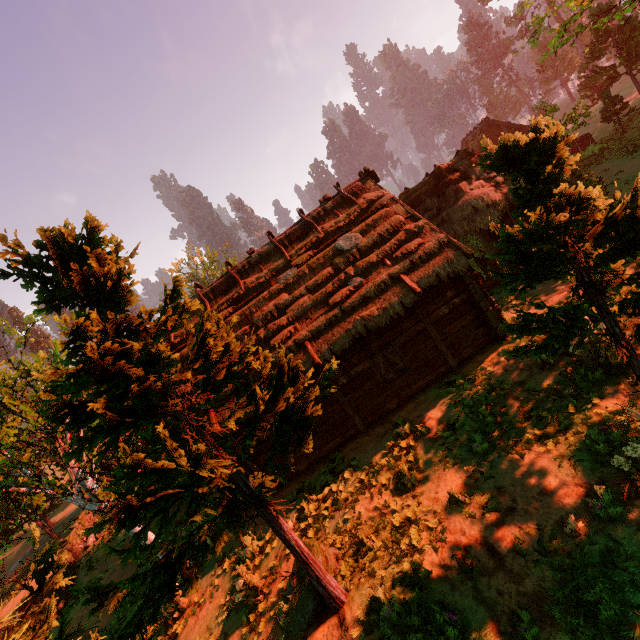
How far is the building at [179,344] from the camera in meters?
12.8

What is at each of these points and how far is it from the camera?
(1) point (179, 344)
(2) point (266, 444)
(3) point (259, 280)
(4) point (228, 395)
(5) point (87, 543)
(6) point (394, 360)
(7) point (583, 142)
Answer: (1) building, 13.39m
(2) building, 11.53m
(3) building, 13.27m
(4) building, 11.30m
(5) rock, 19.02m
(6) bp, 11.55m
(7) fence, 28.38m

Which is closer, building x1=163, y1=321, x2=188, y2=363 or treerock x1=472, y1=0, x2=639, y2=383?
treerock x1=472, y1=0, x2=639, y2=383

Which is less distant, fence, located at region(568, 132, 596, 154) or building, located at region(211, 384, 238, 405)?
building, located at region(211, 384, 238, 405)

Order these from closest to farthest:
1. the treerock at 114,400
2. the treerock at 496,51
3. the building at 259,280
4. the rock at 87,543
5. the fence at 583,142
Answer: the treerock at 114,400 < the treerock at 496,51 < the building at 259,280 < the rock at 87,543 < the fence at 583,142

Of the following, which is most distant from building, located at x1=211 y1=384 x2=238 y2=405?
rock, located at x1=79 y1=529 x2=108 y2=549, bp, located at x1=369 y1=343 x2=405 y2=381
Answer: rock, located at x1=79 y1=529 x2=108 y2=549

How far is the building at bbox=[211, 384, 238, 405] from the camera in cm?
1112
